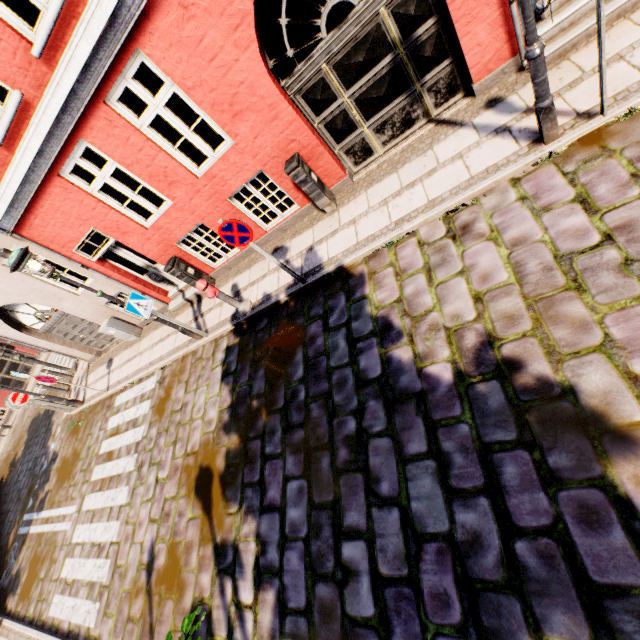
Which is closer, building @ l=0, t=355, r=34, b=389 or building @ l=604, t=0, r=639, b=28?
building @ l=604, t=0, r=639, b=28

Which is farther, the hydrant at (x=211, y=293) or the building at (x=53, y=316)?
the building at (x=53, y=316)

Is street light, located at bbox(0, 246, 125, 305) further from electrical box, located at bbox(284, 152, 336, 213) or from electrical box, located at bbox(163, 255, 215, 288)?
electrical box, located at bbox(284, 152, 336, 213)

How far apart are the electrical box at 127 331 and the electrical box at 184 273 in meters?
3.8

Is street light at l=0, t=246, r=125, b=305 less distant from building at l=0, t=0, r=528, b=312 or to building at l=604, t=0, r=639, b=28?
building at l=604, t=0, r=639, b=28

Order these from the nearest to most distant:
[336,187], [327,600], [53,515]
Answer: [327,600], [336,187], [53,515]

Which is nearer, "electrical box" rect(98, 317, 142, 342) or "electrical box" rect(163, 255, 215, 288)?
"electrical box" rect(163, 255, 215, 288)

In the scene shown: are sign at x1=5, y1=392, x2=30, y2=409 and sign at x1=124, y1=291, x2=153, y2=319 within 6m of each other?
no
